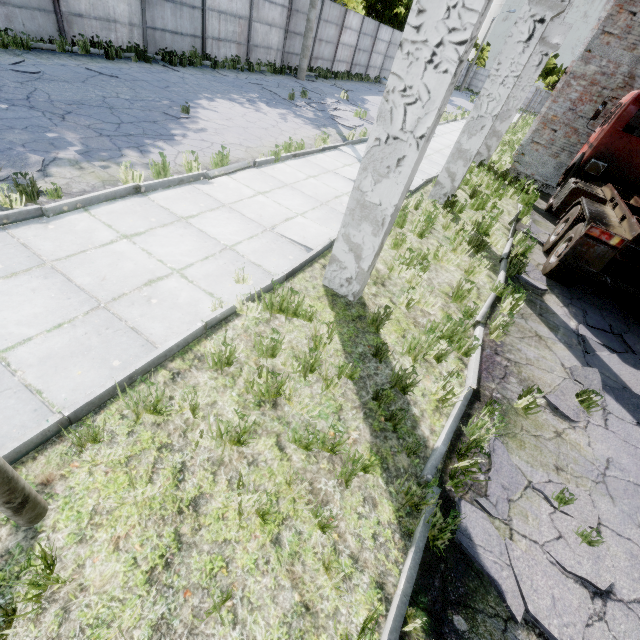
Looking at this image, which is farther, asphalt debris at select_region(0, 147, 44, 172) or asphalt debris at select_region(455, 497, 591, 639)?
asphalt debris at select_region(0, 147, 44, 172)

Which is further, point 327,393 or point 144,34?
point 144,34

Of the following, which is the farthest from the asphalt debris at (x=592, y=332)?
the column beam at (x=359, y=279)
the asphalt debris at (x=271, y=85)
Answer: the asphalt debris at (x=271, y=85)

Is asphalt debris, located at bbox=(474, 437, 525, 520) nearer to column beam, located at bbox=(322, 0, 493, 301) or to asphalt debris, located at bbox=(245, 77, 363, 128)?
column beam, located at bbox=(322, 0, 493, 301)

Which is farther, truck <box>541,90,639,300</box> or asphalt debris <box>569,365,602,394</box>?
truck <box>541,90,639,300</box>

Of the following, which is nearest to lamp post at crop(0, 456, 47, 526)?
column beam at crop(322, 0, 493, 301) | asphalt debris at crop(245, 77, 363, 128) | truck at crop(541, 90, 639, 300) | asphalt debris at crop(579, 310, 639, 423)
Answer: column beam at crop(322, 0, 493, 301)

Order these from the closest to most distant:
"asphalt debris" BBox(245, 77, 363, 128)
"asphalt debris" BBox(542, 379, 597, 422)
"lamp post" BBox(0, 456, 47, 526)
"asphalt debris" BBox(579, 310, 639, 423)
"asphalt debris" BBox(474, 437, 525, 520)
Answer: "lamp post" BBox(0, 456, 47, 526) → "asphalt debris" BBox(474, 437, 525, 520) → "asphalt debris" BBox(542, 379, 597, 422) → "asphalt debris" BBox(579, 310, 639, 423) → "asphalt debris" BBox(245, 77, 363, 128)

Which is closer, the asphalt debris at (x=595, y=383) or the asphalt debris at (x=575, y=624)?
the asphalt debris at (x=575, y=624)
